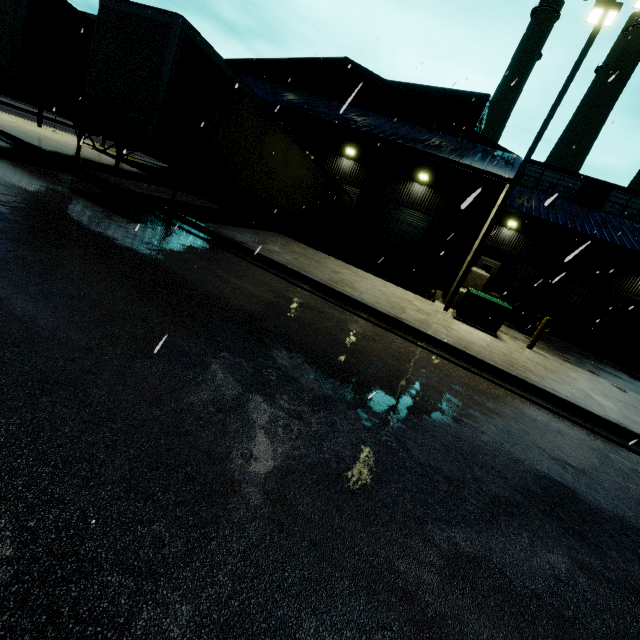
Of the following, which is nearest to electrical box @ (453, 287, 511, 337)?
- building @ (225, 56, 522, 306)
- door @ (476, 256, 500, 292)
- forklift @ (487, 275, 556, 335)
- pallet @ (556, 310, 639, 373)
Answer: building @ (225, 56, 522, 306)

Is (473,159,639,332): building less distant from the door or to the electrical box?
the door

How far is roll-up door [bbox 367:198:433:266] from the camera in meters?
20.3

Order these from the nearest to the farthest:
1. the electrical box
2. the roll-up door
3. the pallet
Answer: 1. the electrical box
2. the pallet
3. the roll-up door

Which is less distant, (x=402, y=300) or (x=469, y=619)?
(x=469, y=619)

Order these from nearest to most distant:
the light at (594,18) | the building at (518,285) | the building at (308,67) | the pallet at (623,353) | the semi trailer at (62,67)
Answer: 1. the semi trailer at (62,67)
2. the light at (594,18)
3. the building at (308,67)
4. the pallet at (623,353)
5. the building at (518,285)

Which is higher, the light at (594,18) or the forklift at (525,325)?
the light at (594,18)

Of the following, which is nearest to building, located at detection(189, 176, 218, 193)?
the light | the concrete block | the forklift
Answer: the concrete block
